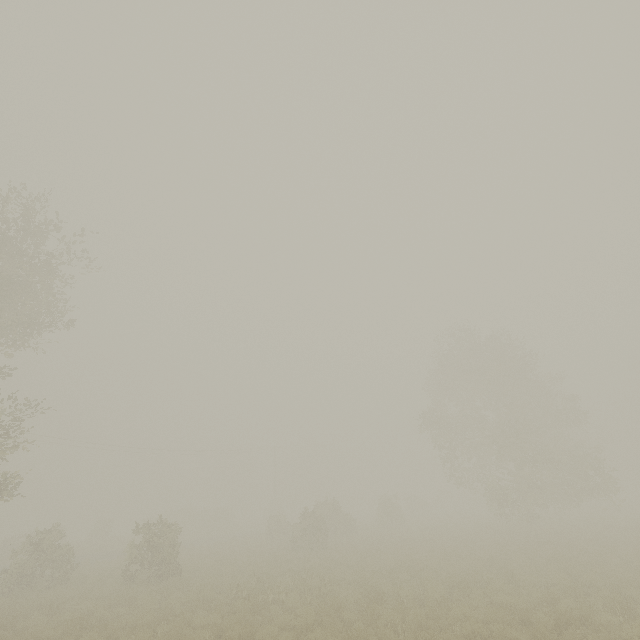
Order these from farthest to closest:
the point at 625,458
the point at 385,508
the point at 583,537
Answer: the point at 625,458 < the point at 385,508 < the point at 583,537
